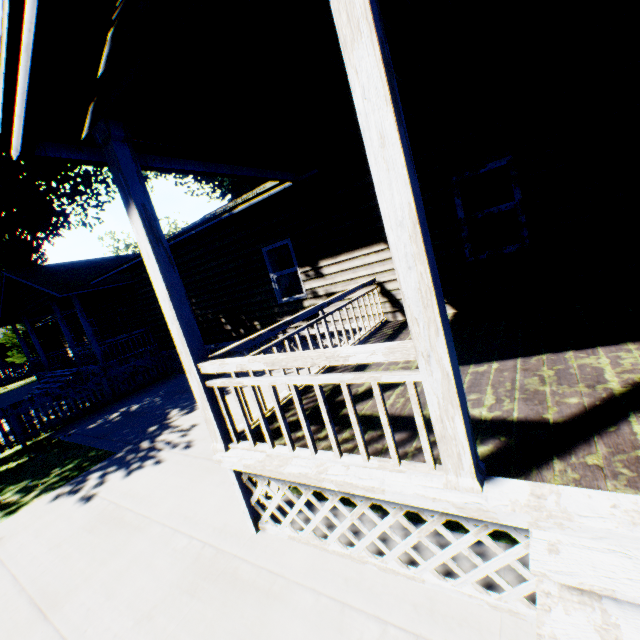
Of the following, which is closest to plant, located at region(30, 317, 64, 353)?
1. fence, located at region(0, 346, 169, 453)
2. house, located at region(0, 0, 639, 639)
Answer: house, located at region(0, 0, 639, 639)

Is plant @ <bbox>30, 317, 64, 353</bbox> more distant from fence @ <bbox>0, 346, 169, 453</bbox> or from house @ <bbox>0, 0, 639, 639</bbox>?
fence @ <bbox>0, 346, 169, 453</bbox>

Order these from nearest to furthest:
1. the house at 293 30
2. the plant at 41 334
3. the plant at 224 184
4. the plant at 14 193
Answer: the house at 293 30
the plant at 14 193
the plant at 41 334
the plant at 224 184

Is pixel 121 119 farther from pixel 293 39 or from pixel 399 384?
pixel 399 384

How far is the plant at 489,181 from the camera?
10.4m
